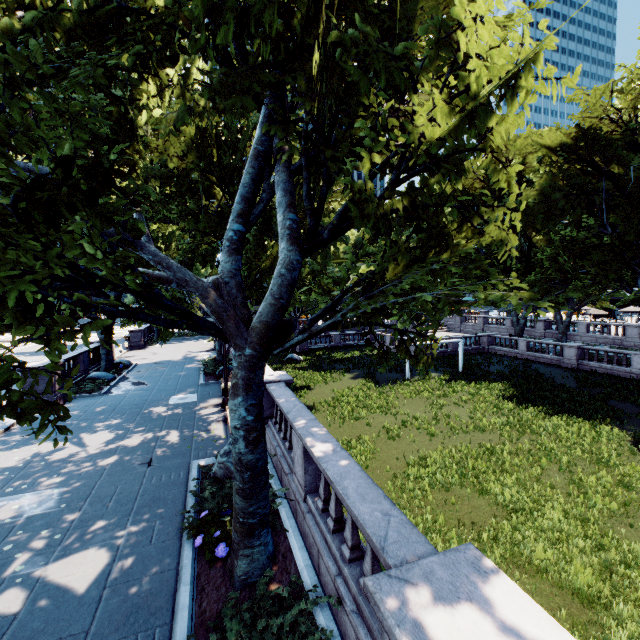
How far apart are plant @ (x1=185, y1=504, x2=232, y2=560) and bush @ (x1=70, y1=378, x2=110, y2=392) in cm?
1505

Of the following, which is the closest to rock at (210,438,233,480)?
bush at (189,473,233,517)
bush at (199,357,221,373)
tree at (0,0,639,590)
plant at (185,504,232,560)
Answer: bush at (189,473,233,517)

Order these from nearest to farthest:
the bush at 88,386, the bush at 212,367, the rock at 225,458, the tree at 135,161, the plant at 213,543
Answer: the tree at 135,161, the plant at 213,543, the rock at 225,458, the bush at 88,386, the bush at 212,367

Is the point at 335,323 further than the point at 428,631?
Yes

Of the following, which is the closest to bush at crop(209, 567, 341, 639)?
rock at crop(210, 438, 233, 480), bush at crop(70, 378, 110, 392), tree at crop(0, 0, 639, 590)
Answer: tree at crop(0, 0, 639, 590)

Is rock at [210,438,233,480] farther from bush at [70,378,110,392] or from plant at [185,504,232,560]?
bush at [70,378,110,392]

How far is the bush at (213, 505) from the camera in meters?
7.3

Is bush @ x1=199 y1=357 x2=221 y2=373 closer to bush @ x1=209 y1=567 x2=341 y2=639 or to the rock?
the rock
